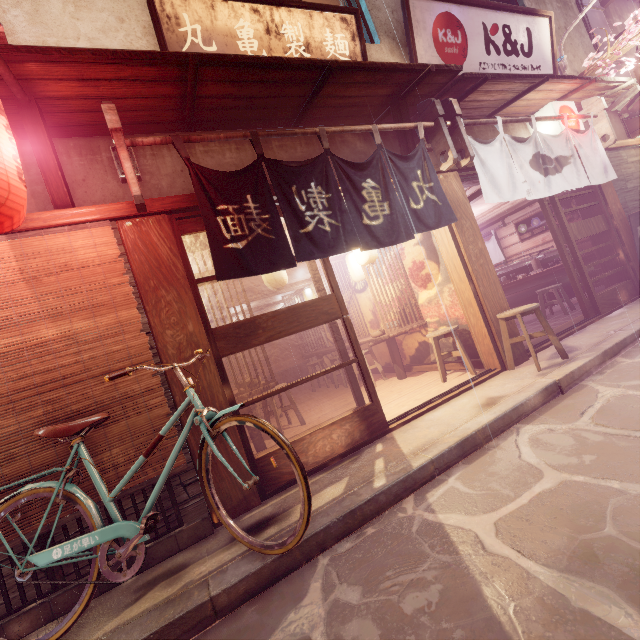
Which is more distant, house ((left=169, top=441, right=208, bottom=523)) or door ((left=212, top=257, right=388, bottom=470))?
door ((left=212, top=257, right=388, bottom=470))

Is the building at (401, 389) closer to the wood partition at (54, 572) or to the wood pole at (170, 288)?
the wood pole at (170, 288)

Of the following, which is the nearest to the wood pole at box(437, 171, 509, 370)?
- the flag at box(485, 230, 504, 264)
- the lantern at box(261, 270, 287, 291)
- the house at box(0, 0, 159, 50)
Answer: the house at box(0, 0, 159, 50)

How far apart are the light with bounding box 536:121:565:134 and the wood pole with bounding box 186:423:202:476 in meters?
11.8

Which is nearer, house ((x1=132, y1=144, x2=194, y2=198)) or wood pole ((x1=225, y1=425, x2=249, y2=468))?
wood pole ((x1=225, y1=425, x2=249, y2=468))

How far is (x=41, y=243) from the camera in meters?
4.8 m

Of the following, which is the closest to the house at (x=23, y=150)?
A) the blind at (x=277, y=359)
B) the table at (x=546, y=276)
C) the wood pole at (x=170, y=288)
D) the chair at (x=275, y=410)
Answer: the wood pole at (x=170, y=288)

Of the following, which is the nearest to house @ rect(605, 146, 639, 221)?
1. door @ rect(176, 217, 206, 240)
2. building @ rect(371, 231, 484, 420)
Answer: building @ rect(371, 231, 484, 420)
